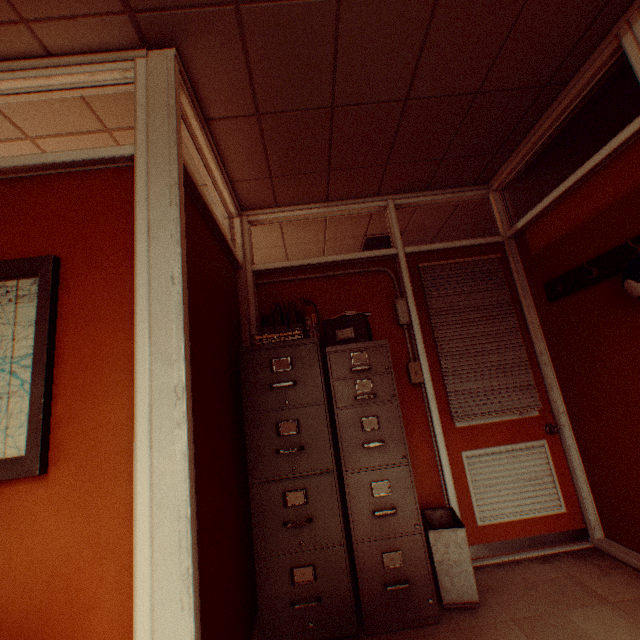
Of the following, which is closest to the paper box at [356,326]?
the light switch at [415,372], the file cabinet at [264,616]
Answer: the file cabinet at [264,616]

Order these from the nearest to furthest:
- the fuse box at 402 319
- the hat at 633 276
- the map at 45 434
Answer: the map at 45 434, the hat at 633 276, the fuse box at 402 319

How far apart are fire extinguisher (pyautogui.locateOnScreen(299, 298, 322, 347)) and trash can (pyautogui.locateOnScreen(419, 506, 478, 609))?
1.6 meters

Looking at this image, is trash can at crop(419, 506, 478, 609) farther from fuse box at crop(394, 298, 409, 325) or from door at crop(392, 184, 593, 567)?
fuse box at crop(394, 298, 409, 325)

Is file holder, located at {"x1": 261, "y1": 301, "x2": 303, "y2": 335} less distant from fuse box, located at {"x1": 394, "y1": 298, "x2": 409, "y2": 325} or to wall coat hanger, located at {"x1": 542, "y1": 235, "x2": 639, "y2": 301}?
fuse box, located at {"x1": 394, "y1": 298, "x2": 409, "y2": 325}

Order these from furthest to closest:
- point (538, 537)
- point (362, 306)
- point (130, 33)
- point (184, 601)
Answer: point (362, 306), point (538, 537), point (130, 33), point (184, 601)

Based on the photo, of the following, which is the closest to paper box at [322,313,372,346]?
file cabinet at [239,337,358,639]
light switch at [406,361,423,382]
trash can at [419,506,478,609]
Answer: file cabinet at [239,337,358,639]

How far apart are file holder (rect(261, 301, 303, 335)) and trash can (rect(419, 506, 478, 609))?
1.74m
